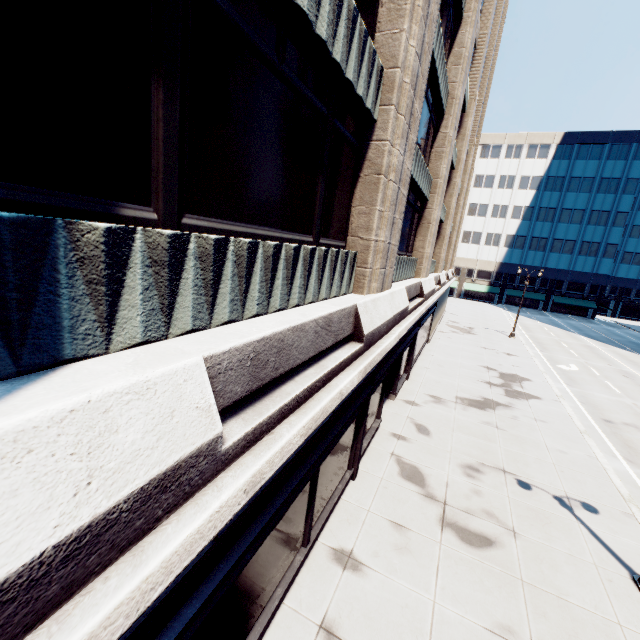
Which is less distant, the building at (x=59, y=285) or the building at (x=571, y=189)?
the building at (x=59, y=285)

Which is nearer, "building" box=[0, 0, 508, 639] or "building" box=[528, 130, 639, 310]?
"building" box=[0, 0, 508, 639]

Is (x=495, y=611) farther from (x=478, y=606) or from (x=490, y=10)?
(x=490, y=10)
